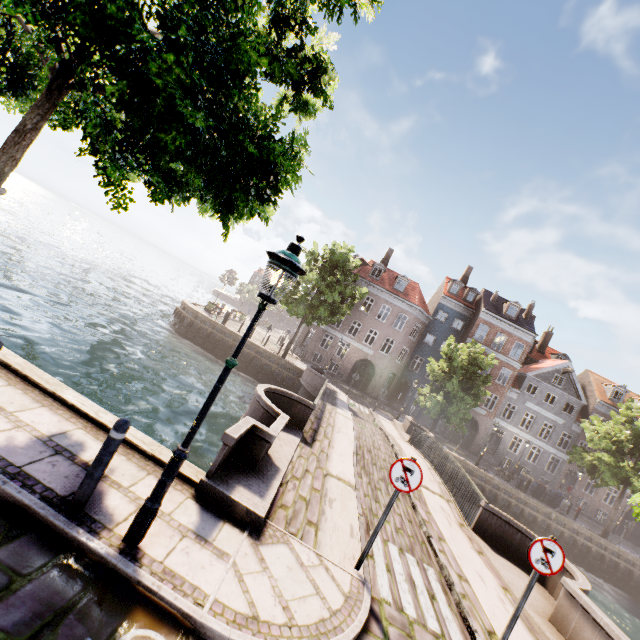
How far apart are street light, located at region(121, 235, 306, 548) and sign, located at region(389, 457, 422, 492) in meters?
3.2 m

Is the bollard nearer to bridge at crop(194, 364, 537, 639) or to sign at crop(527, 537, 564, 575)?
bridge at crop(194, 364, 537, 639)

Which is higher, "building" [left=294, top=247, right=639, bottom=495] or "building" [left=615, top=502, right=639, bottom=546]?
"building" [left=294, top=247, right=639, bottom=495]

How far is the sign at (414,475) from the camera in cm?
516

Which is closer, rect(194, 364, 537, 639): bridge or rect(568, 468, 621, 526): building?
rect(194, 364, 537, 639): bridge

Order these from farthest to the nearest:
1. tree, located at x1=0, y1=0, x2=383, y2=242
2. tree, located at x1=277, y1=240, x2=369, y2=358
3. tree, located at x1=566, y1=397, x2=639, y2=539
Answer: tree, located at x1=277, y1=240, x2=369, y2=358 < tree, located at x1=566, y1=397, x2=639, y2=539 < tree, located at x1=0, y1=0, x2=383, y2=242

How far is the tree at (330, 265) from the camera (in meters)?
24.11

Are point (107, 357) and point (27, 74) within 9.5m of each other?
no
